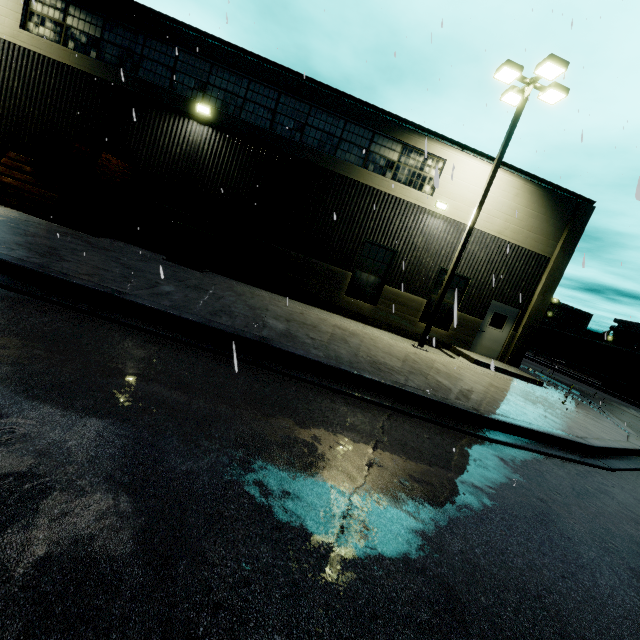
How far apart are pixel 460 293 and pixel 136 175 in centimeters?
1405cm

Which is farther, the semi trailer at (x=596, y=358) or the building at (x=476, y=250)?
the semi trailer at (x=596, y=358)

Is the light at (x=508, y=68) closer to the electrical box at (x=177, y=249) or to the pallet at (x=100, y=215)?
the electrical box at (x=177, y=249)

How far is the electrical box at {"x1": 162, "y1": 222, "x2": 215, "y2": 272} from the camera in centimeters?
1166cm

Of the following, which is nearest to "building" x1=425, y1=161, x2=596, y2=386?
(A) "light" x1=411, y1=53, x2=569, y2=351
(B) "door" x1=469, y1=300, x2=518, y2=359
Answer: (B) "door" x1=469, y1=300, x2=518, y2=359

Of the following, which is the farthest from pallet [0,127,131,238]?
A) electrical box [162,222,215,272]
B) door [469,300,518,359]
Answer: door [469,300,518,359]

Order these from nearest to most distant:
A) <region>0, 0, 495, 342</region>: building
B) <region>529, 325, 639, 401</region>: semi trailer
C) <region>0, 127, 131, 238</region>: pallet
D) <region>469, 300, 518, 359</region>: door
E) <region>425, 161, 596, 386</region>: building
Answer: <region>0, 127, 131, 238</region>: pallet → <region>0, 0, 495, 342</region>: building → <region>425, 161, 596, 386</region>: building → <region>469, 300, 518, 359</region>: door → <region>529, 325, 639, 401</region>: semi trailer

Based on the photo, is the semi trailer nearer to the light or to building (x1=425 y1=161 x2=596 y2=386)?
building (x1=425 y1=161 x2=596 y2=386)
